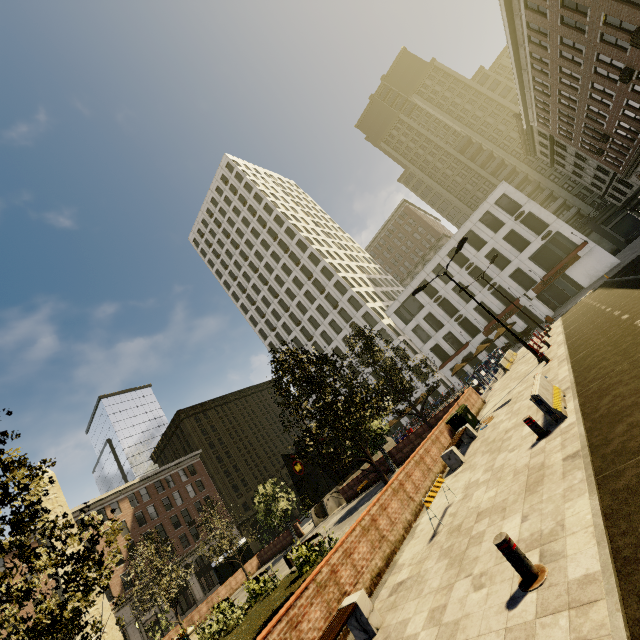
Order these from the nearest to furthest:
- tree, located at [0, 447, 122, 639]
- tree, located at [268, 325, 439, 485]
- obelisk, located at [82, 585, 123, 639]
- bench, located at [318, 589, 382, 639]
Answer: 1. tree, located at [0, 447, 122, 639]
2. bench, located at [318, 589, 382, 639]
3. tree, located at [268, 325, 439, 485]
4. obelisk, located at [82, 585, 123, 639]

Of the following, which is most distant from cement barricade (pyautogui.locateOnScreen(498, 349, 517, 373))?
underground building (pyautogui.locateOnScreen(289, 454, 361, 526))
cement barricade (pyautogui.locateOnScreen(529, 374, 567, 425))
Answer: cement barricade (pyautogui.locateOnScreen(529, 374, 567, 425))

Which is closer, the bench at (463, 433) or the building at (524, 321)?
the bench at (463, 433)

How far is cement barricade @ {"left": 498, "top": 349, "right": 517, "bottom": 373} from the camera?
24.98m

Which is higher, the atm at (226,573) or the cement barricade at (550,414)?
the atm at (226,573)

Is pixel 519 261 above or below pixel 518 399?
above

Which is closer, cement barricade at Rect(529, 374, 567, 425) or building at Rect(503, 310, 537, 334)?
cement barricade at Rect(529, 374, 567, 425)

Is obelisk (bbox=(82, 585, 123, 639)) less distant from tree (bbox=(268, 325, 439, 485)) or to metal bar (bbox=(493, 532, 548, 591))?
tree (bbox=(268, 325, 439, 485))
